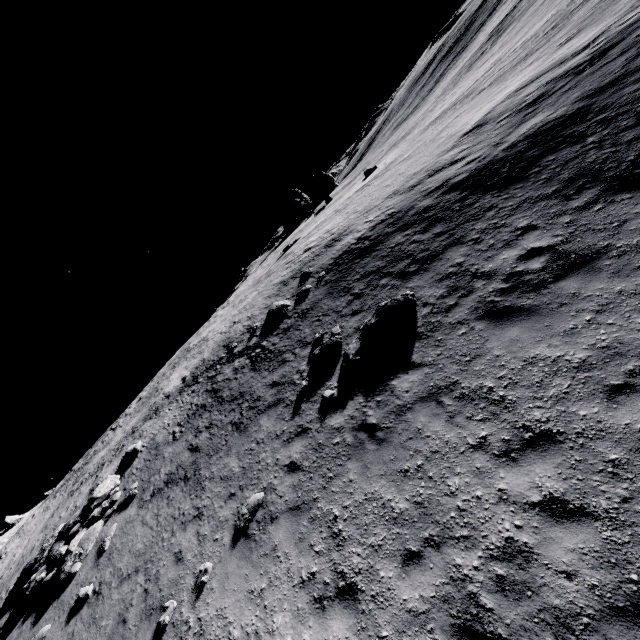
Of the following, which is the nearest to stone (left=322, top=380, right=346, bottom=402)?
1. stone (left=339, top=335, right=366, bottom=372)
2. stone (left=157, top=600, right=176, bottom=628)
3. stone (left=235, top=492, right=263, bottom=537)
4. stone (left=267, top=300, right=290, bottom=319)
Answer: stone (left=339, top=335, right=366, bottom=372)

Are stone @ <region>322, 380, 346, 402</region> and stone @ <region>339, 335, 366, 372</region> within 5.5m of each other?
yes

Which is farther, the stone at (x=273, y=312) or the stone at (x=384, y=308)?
the stone at (x=273, y=312)

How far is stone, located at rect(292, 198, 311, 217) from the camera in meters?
42.4 m

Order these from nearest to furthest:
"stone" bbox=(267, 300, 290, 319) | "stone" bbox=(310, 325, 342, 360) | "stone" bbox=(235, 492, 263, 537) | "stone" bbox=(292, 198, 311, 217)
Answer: "stone" bbox=(235, 492, 263, 537), "stone" bbox=(310, 325, 342, 360), "stone" bbox=(267, 300, 290, 319), "stone" bbox=(292, 198, 311, 217)

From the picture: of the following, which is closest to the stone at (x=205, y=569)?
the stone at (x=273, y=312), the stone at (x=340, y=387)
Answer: the stone at (x=340, y=387)

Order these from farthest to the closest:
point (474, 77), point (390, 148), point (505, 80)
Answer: point (390, 148), point (474, 77), point (505, 80)

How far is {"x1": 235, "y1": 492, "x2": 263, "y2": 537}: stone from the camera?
8.16m
